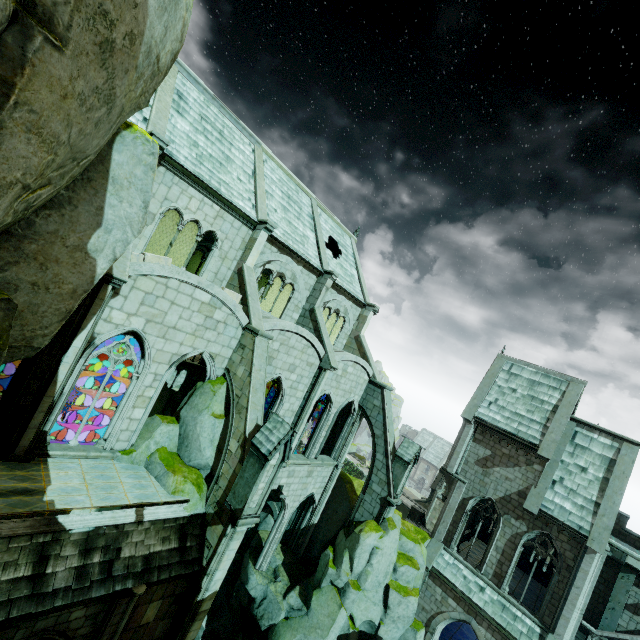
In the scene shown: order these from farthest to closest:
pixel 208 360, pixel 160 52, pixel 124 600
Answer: pixel 208 360
pixel 124 600
pixel 160 52

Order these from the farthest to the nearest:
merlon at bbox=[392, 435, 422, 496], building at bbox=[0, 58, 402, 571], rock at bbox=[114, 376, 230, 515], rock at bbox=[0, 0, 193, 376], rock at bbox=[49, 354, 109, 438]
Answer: rock at bbox=[49, 354, 109, 438]
merlon at bbox=[392, 435, 422, 496]
rock at bbox=[114, 376, 230, 515]
building at bbox=[0, 58, 402, 571]
rock at bbox=[0, 0, 193, 376]

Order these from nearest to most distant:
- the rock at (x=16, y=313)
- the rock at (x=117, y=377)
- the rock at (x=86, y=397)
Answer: the rock at (x=16, y=313) → the rock at (x=86, y=397) → the rock at (x=117, y=377)

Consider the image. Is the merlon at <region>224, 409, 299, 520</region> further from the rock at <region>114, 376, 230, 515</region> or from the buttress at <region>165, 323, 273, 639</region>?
the rock at <region>114, 376, 230, 515</region>

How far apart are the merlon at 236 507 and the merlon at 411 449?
10.90m

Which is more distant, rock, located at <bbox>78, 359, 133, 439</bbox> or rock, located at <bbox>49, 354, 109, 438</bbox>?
rock, located at <bbox>78, 359, 133, 439</bbox>

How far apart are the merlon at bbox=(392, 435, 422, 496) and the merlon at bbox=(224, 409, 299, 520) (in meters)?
10.90

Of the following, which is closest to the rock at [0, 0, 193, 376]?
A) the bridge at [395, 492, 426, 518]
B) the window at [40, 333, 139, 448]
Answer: the window at [40, 333, 139, 448]
